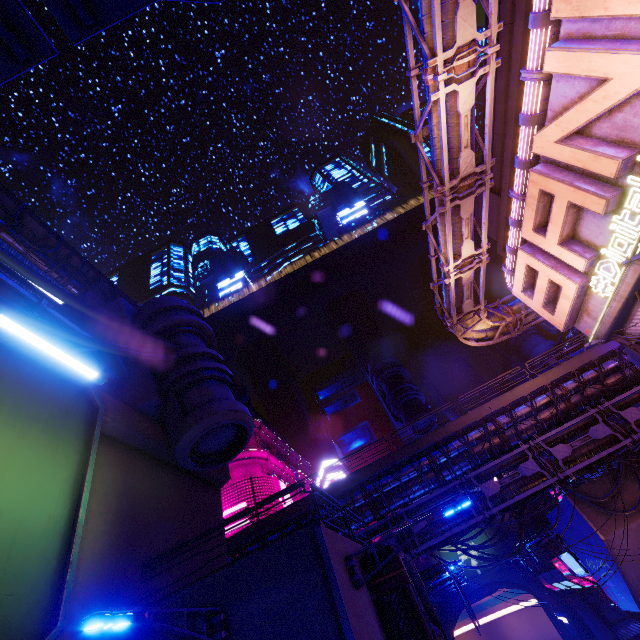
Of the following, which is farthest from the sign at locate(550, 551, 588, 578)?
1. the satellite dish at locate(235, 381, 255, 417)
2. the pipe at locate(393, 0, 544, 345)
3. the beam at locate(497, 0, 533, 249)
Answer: the satellite dish at locate(235, 381, 255, 417)

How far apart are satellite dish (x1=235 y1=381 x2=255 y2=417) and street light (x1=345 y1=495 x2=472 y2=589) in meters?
38.8 m

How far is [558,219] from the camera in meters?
12.8 m

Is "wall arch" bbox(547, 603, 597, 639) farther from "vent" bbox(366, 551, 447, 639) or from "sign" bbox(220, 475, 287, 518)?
"vent" bbox(366, 551, 447, 639)

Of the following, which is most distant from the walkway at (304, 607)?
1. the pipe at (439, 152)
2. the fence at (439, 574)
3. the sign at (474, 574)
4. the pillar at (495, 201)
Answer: the pillar at (495, 201)

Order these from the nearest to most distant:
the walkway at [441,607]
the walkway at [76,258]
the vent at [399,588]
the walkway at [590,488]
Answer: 1. the vent at [399,588]
2. the walkway at [590,488]
3. the walkway at [441,607]
4. the walkway at [76,258]

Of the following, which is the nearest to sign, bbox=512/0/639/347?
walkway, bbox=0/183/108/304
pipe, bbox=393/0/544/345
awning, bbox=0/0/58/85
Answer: pipe, bbox=393/0/544/345

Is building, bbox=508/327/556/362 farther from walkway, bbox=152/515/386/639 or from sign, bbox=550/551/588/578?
sign, bbox=550/551/588/578
